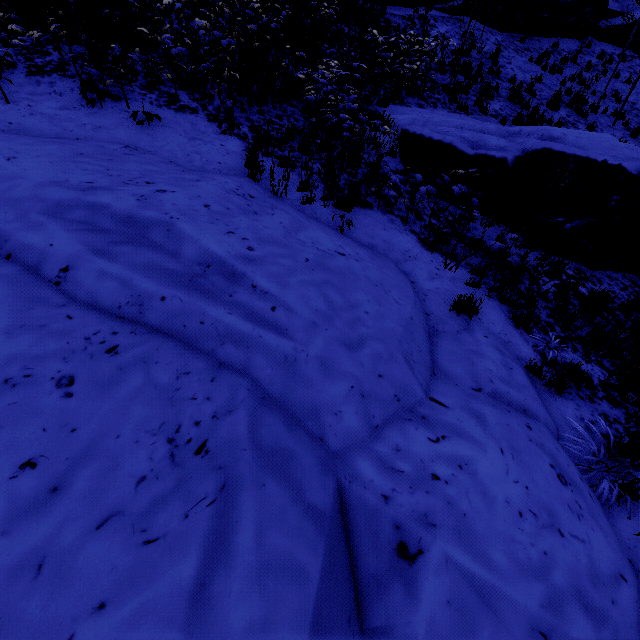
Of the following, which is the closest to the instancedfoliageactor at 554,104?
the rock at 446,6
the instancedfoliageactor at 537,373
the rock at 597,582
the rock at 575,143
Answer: the rock at 446,6

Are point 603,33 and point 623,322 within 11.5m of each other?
no

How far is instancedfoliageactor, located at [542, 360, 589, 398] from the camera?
4.1 meters

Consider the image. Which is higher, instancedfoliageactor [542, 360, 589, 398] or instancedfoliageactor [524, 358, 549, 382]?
instancedfoliageactor [524, 358, 549, 382]

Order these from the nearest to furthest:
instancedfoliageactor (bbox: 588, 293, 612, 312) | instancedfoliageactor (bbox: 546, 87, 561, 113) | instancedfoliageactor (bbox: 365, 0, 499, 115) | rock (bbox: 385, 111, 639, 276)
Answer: instancedfoliageactor (bbox: 588, 293, 612, 312) < rock (bbox: 385, 111, 639, 276) < instancedfoliageactor (bbox: 365, 0, 499, 115) < instancedfoliageactor (bbox: 546, 87, 561, 113)

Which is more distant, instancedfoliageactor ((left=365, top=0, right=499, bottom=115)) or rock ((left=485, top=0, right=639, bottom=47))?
rock ((left=485, top=0, right=639, bottom=47))

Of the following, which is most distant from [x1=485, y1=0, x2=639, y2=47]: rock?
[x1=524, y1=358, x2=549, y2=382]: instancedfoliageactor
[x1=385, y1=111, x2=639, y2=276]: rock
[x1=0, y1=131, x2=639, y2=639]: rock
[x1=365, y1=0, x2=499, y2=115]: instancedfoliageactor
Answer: [x1=365, y1=0, x2=499, y2=115]: instancedfoliageactor

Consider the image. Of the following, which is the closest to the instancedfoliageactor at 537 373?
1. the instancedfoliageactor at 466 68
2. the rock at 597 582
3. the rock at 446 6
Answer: the rock at 597 582
